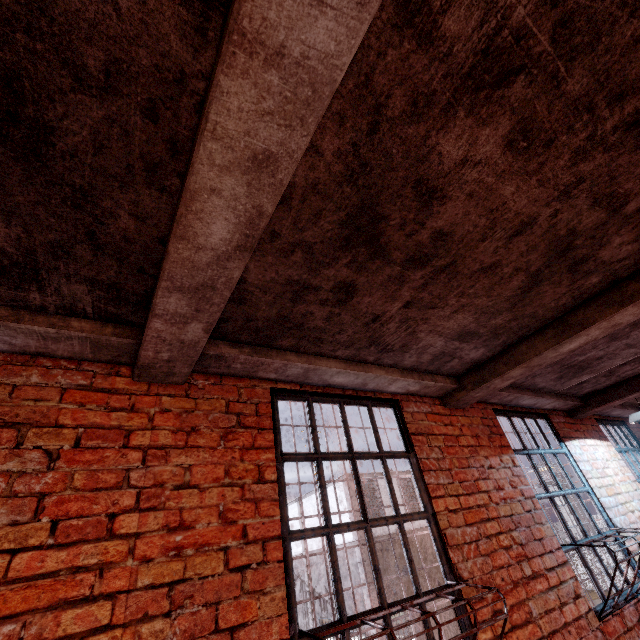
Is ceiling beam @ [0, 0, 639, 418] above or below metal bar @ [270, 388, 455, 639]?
above

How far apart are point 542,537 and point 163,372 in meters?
3.8

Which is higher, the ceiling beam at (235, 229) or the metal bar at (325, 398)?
the ceiling beam at (235, 229)

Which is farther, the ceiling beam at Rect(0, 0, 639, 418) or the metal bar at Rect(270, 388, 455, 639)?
the metal bar at Rect(270, 388, 455, 639)

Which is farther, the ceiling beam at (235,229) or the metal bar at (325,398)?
the metal bar at (325,398)
